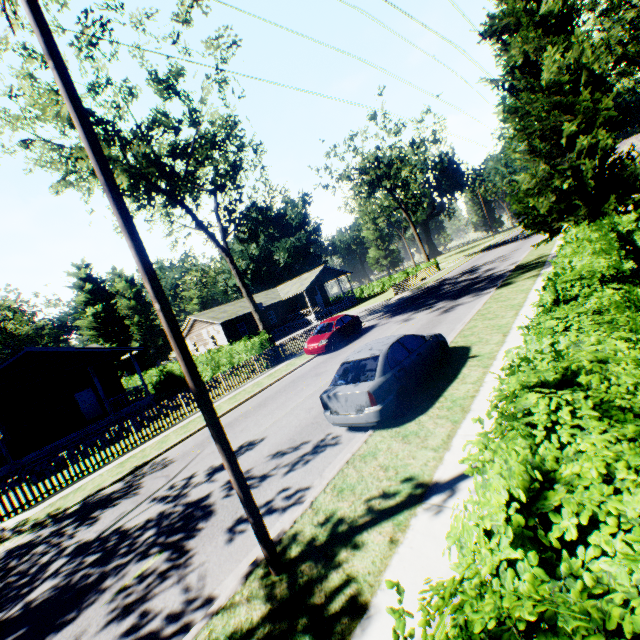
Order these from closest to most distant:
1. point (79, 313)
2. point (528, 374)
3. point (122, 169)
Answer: point (528, 374)
point (122, 169)
point (79, 313)

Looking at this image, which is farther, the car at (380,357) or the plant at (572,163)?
the plant at (572,163)

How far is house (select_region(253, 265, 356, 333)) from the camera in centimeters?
4228cm

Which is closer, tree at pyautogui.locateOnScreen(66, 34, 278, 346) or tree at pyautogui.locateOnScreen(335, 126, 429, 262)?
tree at pyautogui.locateOnScreen(66, 34, 278, 346)

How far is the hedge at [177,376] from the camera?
28.7m

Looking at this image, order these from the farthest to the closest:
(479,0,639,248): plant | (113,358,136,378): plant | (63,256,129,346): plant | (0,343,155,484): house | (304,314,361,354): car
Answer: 1. (113,358,136,378): plant
2. (63,256,129,346): plant
3. (304,314,361,354): car
4. (0,343,155,484): house
5. (479,0,639,248): plant

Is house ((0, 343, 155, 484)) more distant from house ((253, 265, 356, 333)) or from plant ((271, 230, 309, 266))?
plant ((271, 230, 309, 266))

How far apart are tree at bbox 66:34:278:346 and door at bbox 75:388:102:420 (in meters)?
13.66
